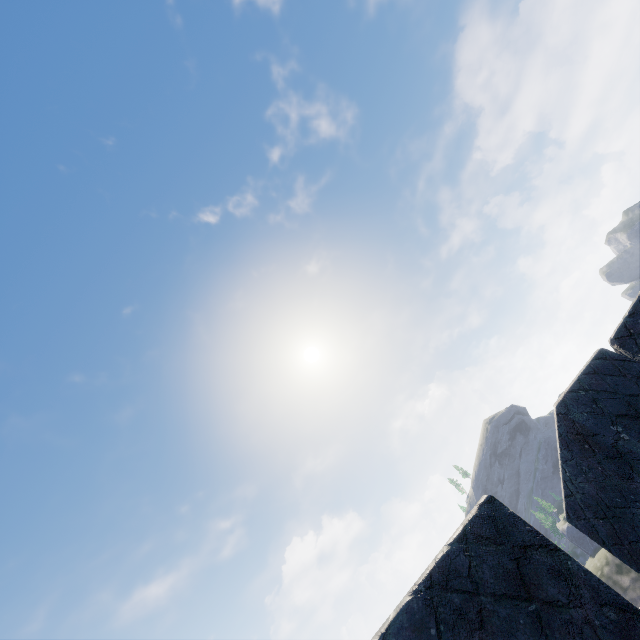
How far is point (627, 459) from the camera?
2.56m

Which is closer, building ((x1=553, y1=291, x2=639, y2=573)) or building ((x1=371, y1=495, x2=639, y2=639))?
building ((x1=371, y1=495, x2=639, y2=639))

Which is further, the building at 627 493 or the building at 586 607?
the building at 627 493
